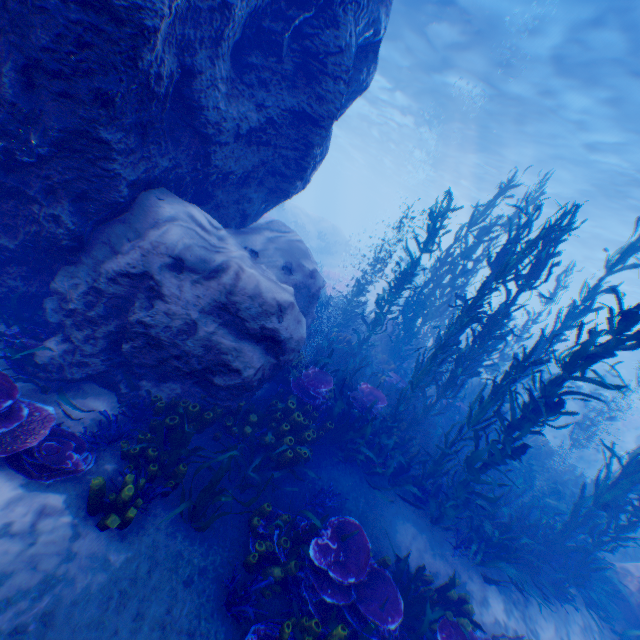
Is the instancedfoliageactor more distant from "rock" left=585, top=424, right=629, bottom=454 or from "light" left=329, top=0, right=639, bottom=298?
"light" left=329, top=0, right=639, bottom=298

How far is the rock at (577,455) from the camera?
19.4 meters

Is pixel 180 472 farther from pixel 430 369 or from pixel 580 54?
pixel 580 54

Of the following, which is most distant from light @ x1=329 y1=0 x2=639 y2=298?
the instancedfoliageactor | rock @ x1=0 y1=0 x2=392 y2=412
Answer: the instancedfoliageactor
